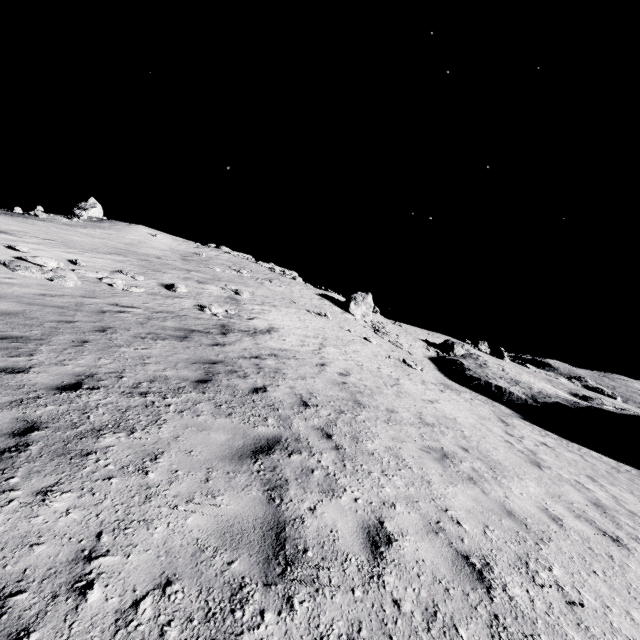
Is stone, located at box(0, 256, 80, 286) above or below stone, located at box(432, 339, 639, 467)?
above

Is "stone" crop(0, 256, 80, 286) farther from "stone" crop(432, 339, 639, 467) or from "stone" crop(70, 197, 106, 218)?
"stone" crop(70, 197, 106, 218)

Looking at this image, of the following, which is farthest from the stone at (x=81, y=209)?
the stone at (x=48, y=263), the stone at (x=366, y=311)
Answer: the stone at (x=366, y=311)

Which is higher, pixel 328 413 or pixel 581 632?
pixel 328 413

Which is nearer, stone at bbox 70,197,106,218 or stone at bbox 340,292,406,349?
stone at bbox 340,292,406,349

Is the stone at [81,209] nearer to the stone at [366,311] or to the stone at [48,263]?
the stone at [48,263]

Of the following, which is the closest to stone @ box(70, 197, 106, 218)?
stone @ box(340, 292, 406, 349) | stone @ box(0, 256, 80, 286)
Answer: stone @ box(0, 256, 80, 286)
